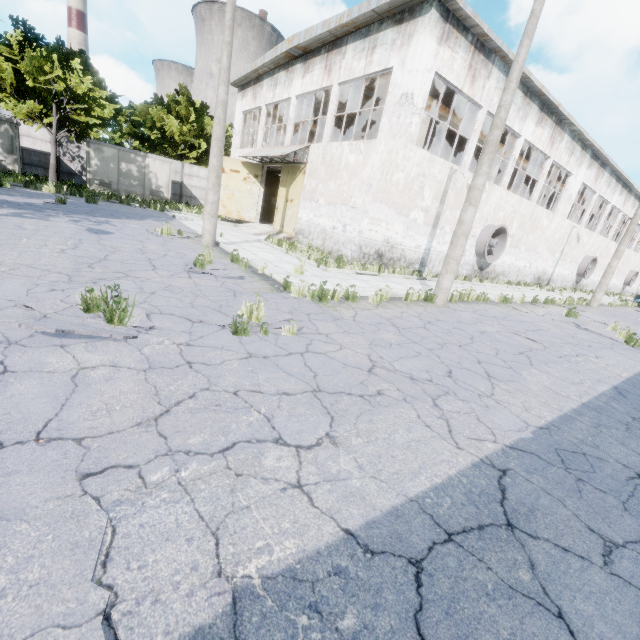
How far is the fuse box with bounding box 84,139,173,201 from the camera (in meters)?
22.41

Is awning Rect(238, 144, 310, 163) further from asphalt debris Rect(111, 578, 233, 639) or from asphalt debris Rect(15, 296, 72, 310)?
asphalt debris Rect(111, 578, 233, 639)

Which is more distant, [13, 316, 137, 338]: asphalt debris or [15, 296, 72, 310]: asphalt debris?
[15, 296, 72, 310]: asphalt debris

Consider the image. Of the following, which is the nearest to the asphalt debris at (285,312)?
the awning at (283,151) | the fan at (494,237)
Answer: the awning at (283,151)

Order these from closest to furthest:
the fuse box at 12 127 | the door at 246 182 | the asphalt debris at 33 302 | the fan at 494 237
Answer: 1. the asphalt debris at 33 302
2. the fan at 494 237
3. the fuse box at 12 127
4. the door at 246 182

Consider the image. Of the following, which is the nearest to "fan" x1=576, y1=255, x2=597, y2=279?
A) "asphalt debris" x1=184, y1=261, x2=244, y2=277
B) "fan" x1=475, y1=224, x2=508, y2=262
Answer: "fan" x1=475, y1=224, x2=508, y2=262

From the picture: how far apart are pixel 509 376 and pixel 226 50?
12.2 meters

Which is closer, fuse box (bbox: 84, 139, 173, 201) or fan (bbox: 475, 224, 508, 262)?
fan (bbox: 475, 224, 508, 262)
